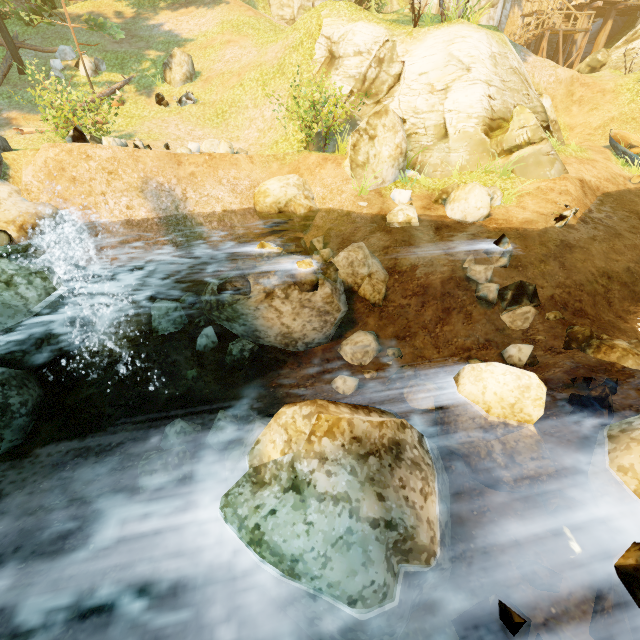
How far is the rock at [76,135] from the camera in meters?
9.9

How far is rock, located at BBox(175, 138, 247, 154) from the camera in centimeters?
1302cm

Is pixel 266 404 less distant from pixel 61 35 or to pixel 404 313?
pixel 404 313

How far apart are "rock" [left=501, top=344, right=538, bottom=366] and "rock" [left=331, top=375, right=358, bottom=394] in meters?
3.5

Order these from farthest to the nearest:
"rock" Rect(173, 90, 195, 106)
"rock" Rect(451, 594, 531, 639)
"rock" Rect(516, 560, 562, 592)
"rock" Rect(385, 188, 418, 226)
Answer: "rock" Rect(173, 90, 195, 106) → "rock" Rect(385, 188, 418, 226) → "rock" Rect(516, 560, 562, 592) → "rock" Rect(451, 594, 531, 639)

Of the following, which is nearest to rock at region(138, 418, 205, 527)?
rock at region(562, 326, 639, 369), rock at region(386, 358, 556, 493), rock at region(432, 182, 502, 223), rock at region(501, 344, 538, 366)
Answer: rock at region(386, 358, 556, 493)

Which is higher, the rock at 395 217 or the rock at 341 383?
the rock at 395 217

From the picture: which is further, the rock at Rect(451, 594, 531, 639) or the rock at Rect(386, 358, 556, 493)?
the rock at Rect(386, 358, 556, 493)
